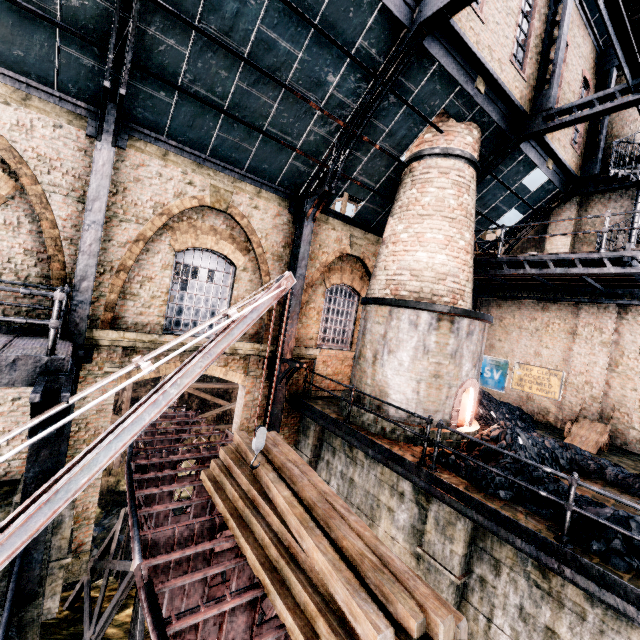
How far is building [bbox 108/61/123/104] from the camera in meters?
7.6 m

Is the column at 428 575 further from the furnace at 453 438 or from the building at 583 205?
the building at 583 205

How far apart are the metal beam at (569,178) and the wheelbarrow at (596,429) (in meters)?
9.85

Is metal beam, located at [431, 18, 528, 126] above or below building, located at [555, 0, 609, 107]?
below

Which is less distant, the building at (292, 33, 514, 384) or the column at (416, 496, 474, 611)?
the column at (416, 496, 474, 611)

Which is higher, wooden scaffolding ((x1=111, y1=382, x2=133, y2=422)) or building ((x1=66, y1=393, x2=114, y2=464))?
building ((x1=66, y1=393, x2=114, y2=464))

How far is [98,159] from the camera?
7.7m
